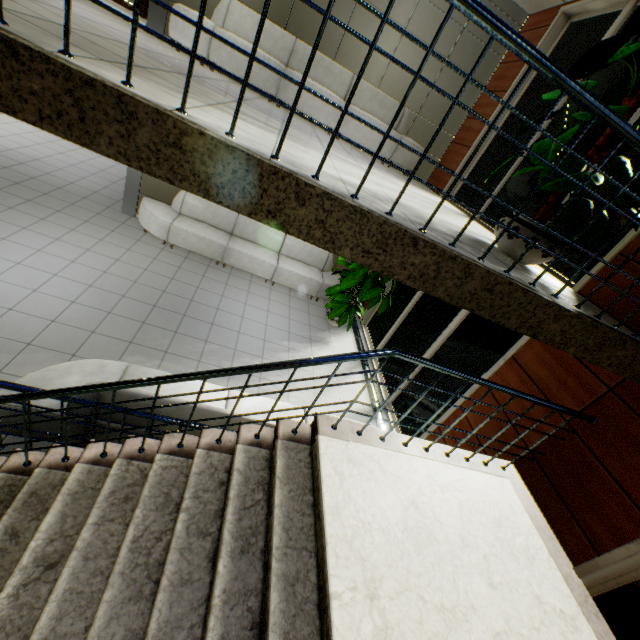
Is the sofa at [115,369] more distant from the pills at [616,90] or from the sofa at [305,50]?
the sofa at [305,50]

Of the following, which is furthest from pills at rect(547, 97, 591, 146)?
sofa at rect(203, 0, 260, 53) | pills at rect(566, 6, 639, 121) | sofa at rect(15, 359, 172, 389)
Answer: sofa at rect(203, 0, 260, 53)

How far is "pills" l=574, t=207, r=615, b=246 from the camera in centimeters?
254cm

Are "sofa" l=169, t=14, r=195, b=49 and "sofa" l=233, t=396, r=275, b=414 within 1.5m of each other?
no

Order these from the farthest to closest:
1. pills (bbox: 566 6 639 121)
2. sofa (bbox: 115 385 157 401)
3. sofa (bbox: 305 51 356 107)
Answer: sofa (bbox: 305 51 356 107), sofa (bbox: 115 385 157 401), pills (bbox: 566 6 639 121)

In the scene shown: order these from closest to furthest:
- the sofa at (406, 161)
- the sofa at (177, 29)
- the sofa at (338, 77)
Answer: the sofa at (177, 29)
the sofa at (338, 77)
the sofa at (406, 161)

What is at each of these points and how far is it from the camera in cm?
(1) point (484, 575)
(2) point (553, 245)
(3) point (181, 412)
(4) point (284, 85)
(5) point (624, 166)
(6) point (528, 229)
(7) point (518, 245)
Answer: (1) stairs, 235
(2) flower pot, 301
(3) sofa, 315
(4) sofa, 562
(5) pills, 246
(6) flower pot, 301
(7) flower pot, 307

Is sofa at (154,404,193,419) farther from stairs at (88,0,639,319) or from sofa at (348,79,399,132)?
sofa at (348,79,399,132)
